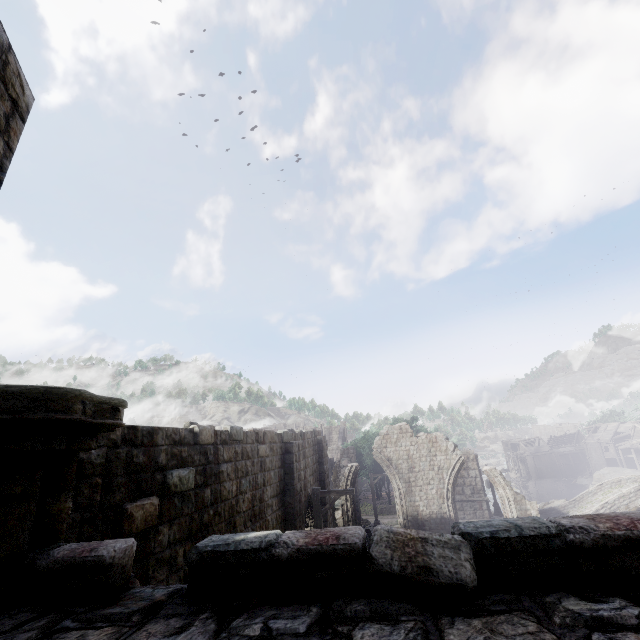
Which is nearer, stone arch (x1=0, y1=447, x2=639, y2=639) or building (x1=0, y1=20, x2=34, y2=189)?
stone arch (x1=0, y1=447, x2=639, y2=639)

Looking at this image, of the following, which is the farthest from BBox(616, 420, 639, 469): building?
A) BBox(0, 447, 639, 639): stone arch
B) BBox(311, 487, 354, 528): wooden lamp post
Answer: BBox(311, 487, 354, 528): wooden lamp post

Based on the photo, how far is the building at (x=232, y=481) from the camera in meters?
4.5

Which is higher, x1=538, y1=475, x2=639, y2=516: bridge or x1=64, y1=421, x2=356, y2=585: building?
x1=64, y1=421, x2=356, y2=585: building

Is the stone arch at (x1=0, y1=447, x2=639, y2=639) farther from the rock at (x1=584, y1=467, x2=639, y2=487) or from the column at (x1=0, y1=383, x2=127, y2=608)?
the rock at (x1=584, y1=467, x2=639, y2=487)

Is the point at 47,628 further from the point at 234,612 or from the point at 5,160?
the point at 5,160

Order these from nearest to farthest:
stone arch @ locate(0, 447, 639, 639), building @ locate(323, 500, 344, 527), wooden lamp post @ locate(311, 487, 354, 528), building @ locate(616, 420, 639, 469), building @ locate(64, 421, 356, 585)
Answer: stone arch @ locate(0, 447, 639, 639) → building @ locate(64, 421, 356, 585) → wooden lamp post @ locate(311, 487, 354, 528) → building @ locate(323, 500, 344, 527) → building @ locate(616, 420, 639, 469)

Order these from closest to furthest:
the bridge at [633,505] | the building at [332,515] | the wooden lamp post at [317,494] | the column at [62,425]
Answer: the column at [62,425] < the wooden lamp post at [317,494] < the building at [332,515] < the bridge at [633,505]
